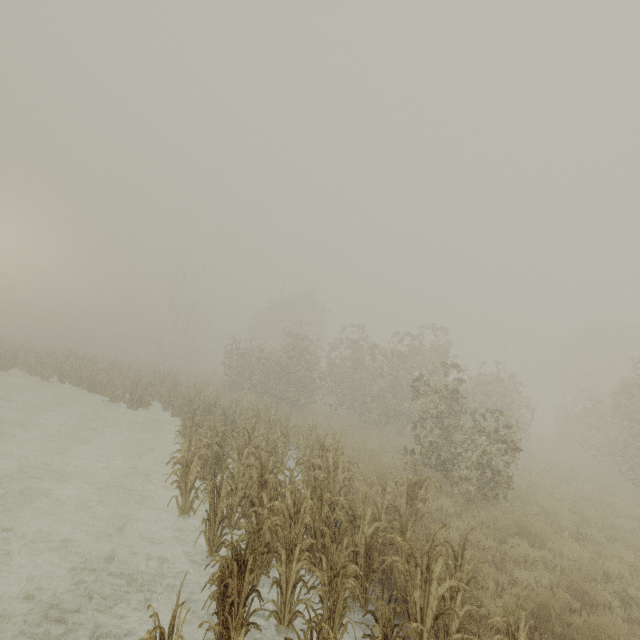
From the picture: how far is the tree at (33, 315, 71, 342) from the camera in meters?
55.8 m

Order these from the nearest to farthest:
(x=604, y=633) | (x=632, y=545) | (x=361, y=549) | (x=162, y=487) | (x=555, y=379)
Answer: (x=604, y=633), (x=361, y=549), (x=632, y=545), (x=162, y=487), (x=555, y=379)

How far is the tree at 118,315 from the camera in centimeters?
5541cm

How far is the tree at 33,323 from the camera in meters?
55.8

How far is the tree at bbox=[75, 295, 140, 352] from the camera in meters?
55.4 m
